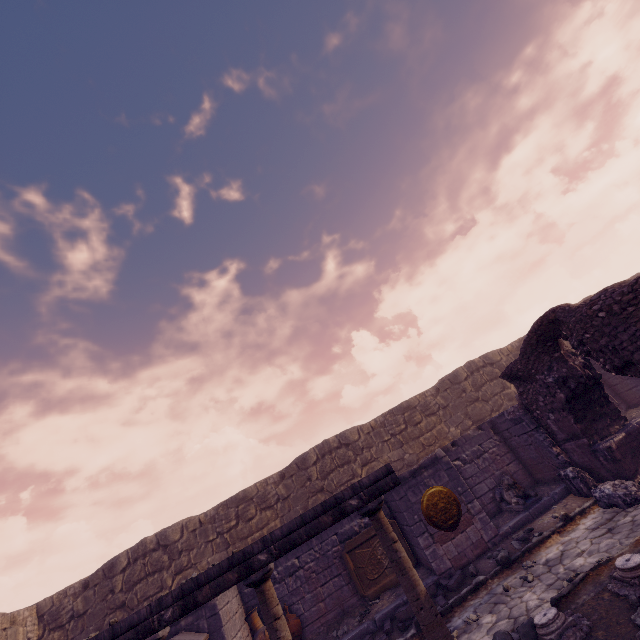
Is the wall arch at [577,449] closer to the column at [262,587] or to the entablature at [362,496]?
the entablature at [362,496]

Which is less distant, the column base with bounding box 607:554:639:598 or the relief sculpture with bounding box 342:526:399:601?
the column base with bounding box 607:554:639:598

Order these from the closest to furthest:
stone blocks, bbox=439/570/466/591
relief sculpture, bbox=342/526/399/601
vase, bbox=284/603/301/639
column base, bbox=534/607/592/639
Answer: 1. column base, bbox=534/607/592/639
2. stone blocks, bbox=439/570/466/591
3. vase, bbox=284/603/301/639
4. relief sculpture, bbox=342/526/399/601

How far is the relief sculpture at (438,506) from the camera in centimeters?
830cm

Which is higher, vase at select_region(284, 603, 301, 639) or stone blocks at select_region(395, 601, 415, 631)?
vase at select_region(284, 603, 301, 639)

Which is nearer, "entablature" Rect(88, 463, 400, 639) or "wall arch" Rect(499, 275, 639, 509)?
"entablature" Rect(88, 463, 400, 639)

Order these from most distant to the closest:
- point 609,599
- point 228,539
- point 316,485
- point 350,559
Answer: point 316,485
point 228,539
point 350,559
point 609,599

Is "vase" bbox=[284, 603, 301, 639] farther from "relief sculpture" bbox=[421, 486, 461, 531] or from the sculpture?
the sculpture
